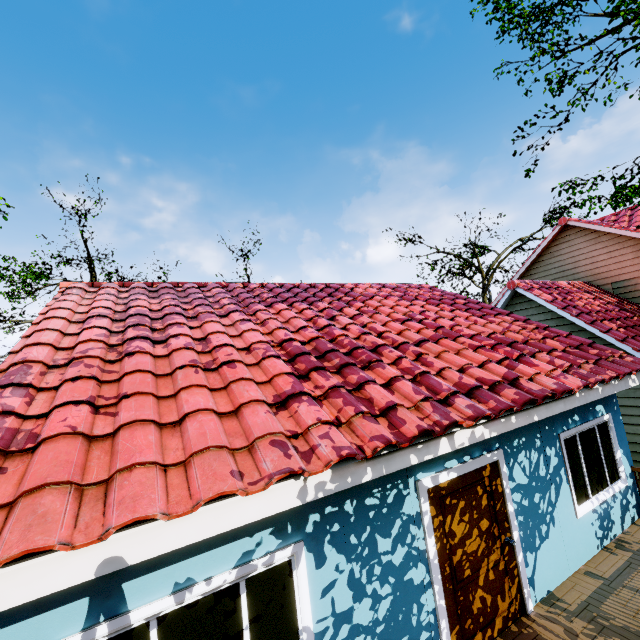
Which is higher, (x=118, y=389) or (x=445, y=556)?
(x=118, y=389)
